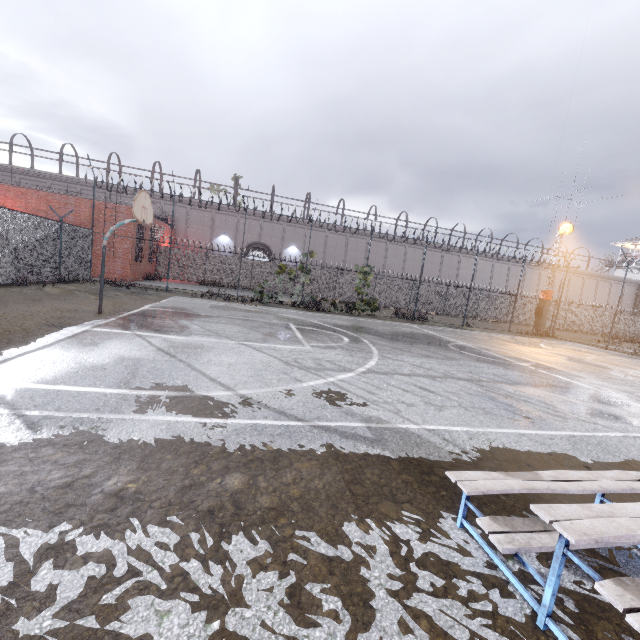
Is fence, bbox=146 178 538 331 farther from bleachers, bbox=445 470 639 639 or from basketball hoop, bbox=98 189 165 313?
bleachers, bbox=445 470 639 639

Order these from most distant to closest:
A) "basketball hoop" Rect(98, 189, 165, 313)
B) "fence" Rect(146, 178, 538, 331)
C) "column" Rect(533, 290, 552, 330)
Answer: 1. "column" Rect(533, 290, 552, 330)
2. "fence" Rect(146, 178, 538, 331)
3. "basketball hoop" Rect(98, 189, 165, 313)

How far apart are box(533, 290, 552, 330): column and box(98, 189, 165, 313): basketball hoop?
29.3 meters

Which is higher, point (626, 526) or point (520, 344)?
point (626, 526)

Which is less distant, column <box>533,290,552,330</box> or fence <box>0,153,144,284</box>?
fence <box>0,153,144,284</box>

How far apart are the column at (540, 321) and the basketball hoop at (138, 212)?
29.3 meters

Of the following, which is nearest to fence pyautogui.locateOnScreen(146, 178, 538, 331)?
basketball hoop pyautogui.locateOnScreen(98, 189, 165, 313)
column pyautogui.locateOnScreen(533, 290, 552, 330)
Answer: column pyautogui.locateOnScreen(533, 290, 552, 330)

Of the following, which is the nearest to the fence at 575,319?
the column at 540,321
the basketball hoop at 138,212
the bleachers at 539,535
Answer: the column at 540,321
